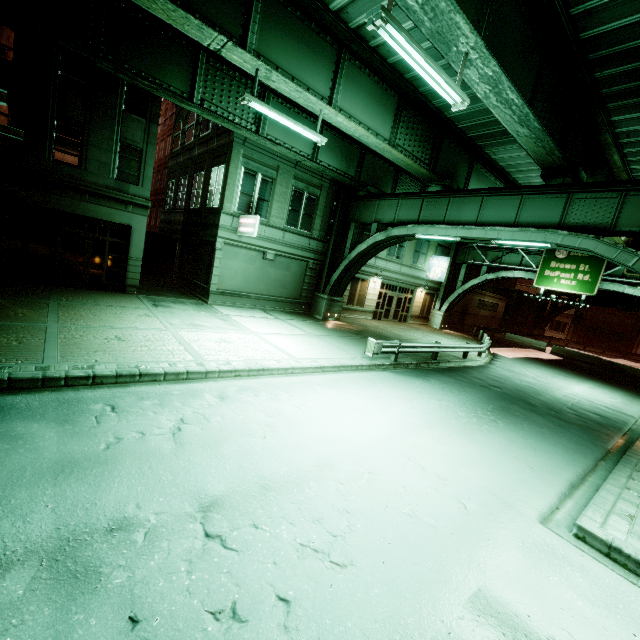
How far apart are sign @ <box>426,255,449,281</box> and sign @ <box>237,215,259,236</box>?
19.79m

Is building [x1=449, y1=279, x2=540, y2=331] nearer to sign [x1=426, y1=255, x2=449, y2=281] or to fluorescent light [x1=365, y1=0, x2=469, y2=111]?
sign [x1=426, y1=255, x2=449, y2=281]

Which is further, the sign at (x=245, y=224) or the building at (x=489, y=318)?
the building at (x=489, y=318)

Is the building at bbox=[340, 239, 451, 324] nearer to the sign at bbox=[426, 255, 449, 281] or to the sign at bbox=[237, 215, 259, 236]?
the sign at bbox=[426, 255, 449, 281]

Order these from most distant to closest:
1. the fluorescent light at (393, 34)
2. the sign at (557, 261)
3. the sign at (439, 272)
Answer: the sign at (439, 272)
the sign at (557, 261)
the fluorescent light at (393, 34)

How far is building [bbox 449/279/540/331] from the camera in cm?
3864

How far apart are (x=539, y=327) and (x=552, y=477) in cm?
4822

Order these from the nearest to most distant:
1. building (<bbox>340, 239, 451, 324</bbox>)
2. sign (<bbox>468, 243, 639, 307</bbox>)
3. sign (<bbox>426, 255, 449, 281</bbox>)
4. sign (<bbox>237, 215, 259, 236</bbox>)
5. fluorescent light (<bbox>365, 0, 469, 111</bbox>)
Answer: fluorescent light (<bbox>365, 0, 469, 111</bbox>)
sign (<bbox>237, 215, 259, 236</bbox>)
sign (<bbox>468, 243, 639, 307</bbox>)
building (<bbox>340, 239, 451, 324</bbox>)
sign (<bbox>426, 255, 449, 281</bbox>)
